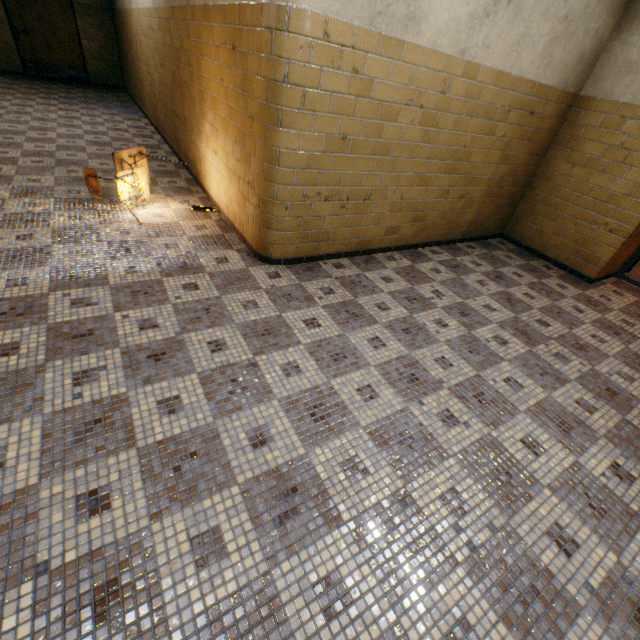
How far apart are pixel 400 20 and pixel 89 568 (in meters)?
3.90

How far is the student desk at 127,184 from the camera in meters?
3.5

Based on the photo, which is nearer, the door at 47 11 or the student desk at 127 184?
the student desk at 127 184

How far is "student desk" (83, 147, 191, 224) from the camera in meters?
3.5 m

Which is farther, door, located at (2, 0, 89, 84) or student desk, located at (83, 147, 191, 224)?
door, located at (2, 0, 89, 84)
